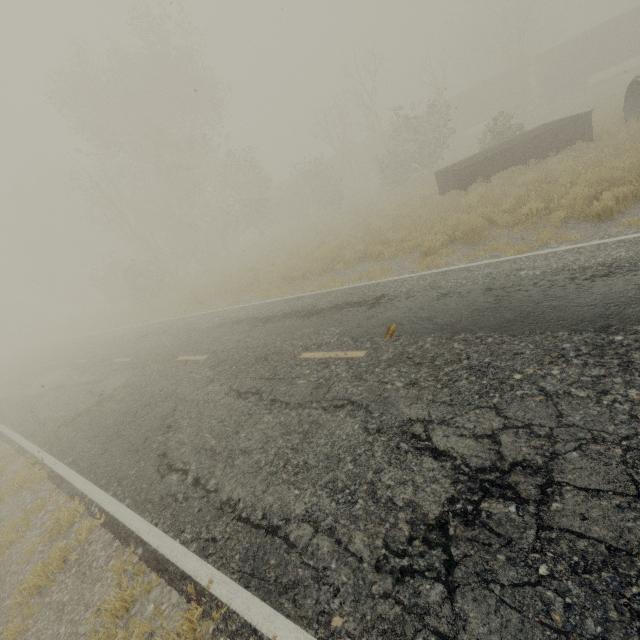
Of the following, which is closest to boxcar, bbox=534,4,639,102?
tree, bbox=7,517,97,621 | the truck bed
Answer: the truck bed

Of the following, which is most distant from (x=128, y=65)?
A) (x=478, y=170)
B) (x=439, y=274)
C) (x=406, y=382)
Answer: (x=406, y=382)

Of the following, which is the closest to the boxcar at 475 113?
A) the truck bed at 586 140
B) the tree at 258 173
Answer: the tree at 258 173

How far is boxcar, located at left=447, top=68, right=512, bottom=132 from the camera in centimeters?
3453cm

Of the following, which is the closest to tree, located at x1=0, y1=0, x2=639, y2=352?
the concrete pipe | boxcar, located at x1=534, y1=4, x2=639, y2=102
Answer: boxcar, located at x1=534, y1=4, x2=639, y2=102

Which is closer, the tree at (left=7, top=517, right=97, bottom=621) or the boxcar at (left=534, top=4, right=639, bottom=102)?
the tree at (left=7, top=517, right=97, bottom=621)

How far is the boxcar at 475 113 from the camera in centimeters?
3453cm

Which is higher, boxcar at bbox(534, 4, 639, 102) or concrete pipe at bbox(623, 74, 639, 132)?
boxcar at bbox(534, 4, 639, 102)
